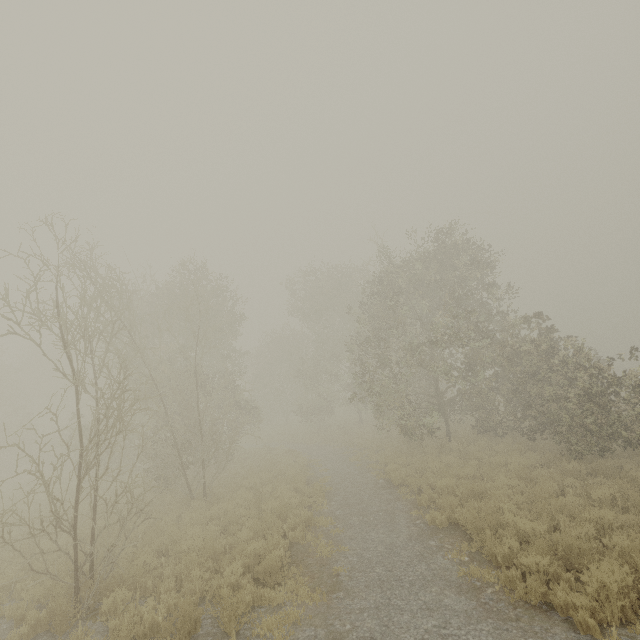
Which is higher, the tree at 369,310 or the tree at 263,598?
the tree at 369,310

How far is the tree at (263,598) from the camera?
6.8 meters

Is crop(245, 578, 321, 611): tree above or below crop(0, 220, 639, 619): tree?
below

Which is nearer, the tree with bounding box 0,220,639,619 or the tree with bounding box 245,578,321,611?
the tree with bounding box 245,578,321,611

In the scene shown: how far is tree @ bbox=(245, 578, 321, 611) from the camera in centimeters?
683cm

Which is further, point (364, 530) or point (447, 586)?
point (364, 530)
